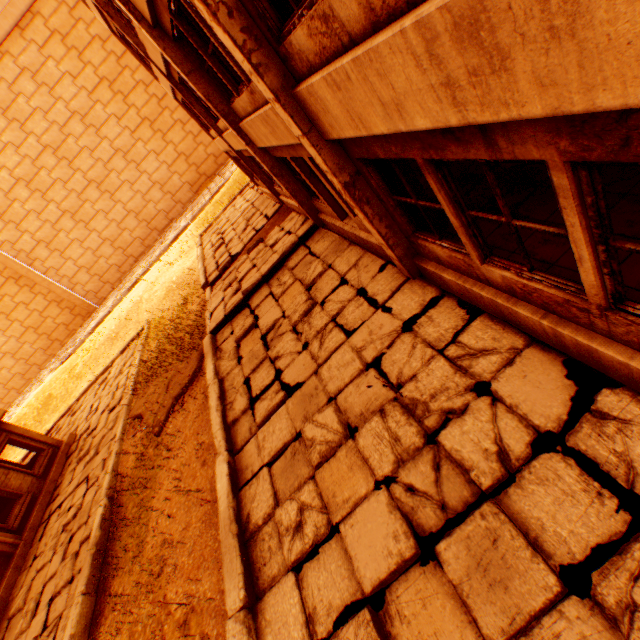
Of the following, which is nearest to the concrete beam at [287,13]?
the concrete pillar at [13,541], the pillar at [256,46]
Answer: the pillar at [256,46]

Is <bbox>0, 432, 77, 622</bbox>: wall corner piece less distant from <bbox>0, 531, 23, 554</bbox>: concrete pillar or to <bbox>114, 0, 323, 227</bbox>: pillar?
<bbox>0, 531, 23, 554</bbox>: concrete pillar

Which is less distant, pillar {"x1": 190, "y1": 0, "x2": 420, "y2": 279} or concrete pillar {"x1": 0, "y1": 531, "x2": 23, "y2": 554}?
pillar {"x1": 190, "y1": 0, "x2": 420, "y2": 279}

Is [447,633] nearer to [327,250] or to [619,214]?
[619,214]

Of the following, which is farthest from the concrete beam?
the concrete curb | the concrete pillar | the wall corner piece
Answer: the concrete pillar

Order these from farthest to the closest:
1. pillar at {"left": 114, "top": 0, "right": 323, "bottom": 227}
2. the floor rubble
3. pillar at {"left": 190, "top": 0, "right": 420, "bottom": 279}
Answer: the floor rubble
pillar at {"left": 114, "top": 0, "right": 323, "bottom": 227}
pillar at {"left": 190, "top": 0, "right": 420, "bottom": 279}

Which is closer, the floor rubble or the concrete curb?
the concrete curb

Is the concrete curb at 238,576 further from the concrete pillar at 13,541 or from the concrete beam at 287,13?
the concrete pillar at 13,541
